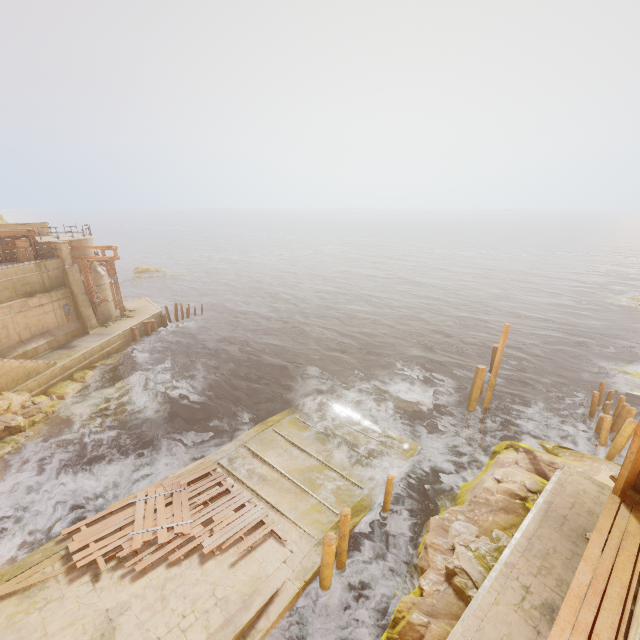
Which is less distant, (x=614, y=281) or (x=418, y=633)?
(x=418, y=633)

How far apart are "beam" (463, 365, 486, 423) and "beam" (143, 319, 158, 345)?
25.76m

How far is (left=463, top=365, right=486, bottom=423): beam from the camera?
17.5 meters

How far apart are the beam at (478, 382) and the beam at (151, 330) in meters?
25.8 m

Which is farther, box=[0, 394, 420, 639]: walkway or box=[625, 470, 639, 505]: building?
box=[0, 394, 420, 639]: walkway

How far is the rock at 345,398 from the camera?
18.1 meters

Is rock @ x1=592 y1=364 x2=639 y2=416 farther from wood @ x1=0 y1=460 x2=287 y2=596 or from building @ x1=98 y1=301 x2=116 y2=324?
building @ x1=98 y1=301 x2=116 y2=324

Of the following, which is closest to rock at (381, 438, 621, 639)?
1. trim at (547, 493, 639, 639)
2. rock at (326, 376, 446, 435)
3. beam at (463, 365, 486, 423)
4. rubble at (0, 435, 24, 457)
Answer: beam at (463, 365, 486, 423)
